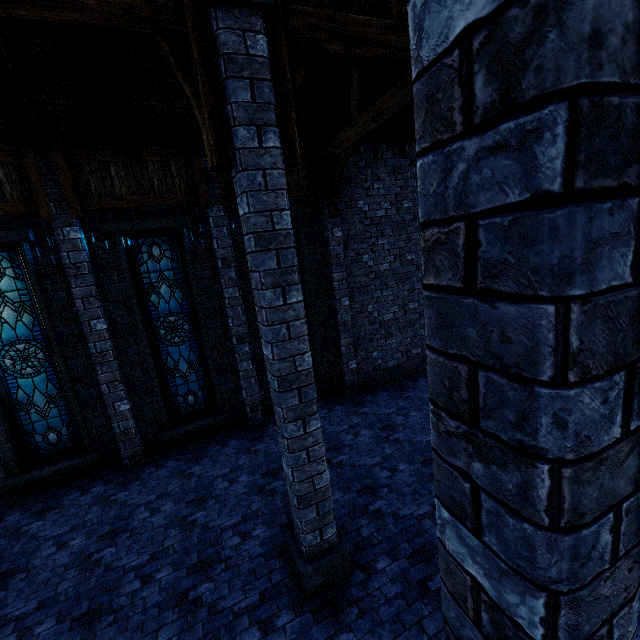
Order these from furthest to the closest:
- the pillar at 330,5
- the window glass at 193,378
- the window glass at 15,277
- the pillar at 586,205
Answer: the window glass at 193,378 → the window glass at 15,277 → the pillar at 330,5 → the pillar at 586,205

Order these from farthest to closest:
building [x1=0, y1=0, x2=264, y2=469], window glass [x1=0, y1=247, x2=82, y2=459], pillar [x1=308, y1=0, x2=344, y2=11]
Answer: window glass [x1=0, y1=247, x2=82, y2=459] < pillar [x1=308, y1=0, x2=344, y2=11] < building [x1=0, y1=0, x2=264, y2=469]

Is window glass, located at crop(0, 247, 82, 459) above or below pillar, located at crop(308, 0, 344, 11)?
below

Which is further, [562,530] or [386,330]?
[386,330]

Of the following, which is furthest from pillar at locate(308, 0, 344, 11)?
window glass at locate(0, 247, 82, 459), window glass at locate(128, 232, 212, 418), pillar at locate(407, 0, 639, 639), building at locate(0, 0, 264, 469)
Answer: window glass at locate(0, 247, 82, 459)

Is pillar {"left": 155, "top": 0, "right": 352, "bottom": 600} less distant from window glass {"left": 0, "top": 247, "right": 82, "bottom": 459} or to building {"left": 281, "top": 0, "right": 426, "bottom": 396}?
building {"left": 281, "top": 0, "right": 426, "bottom": 396}

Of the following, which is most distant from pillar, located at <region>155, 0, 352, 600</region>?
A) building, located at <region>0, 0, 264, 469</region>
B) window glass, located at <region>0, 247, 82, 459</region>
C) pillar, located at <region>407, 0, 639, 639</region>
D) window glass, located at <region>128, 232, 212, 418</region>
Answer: window glass, located at <region>0, 247, 82, 459</region>

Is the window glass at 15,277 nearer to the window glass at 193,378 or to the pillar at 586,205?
the window glass at 193,378
